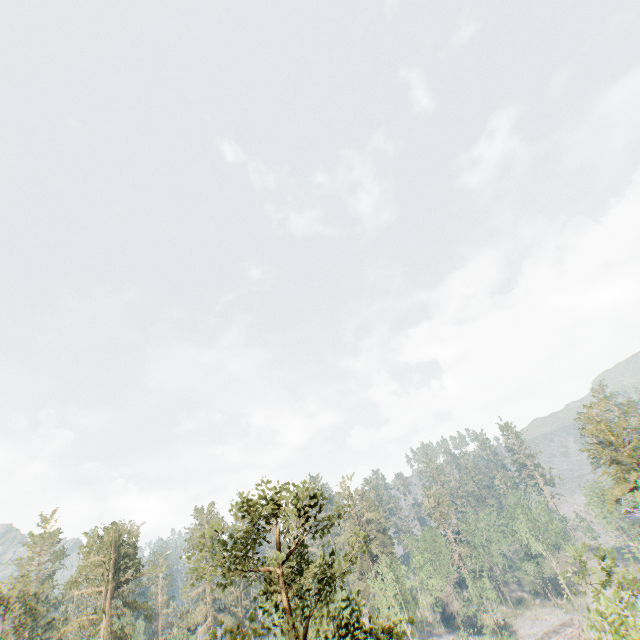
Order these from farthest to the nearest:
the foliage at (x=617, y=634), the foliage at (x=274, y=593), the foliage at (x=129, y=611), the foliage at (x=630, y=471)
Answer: the foliage at (x=630, y=471) < the foliage at (x=129, y=611) < the foliage at (x=617, y=634) < the foliage at (x=274, y=593)

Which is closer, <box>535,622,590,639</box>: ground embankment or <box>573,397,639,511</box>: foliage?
<box>573,397,639,511</box>: foliage

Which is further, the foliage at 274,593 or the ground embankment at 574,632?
the ground embankment at 574,632

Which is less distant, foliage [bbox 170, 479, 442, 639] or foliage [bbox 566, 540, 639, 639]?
foliage [bbox 170, 479, 442, 639]

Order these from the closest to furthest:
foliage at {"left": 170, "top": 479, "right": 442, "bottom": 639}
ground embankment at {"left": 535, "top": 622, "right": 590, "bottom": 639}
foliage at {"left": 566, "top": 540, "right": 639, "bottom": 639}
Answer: foliage at {"left": 170, "top": 479, "right": 442, "bottom": 639}
foliage at {"left": 566, "top": 540, "right": 639, "bottom": 639}
ground embankment at {"left": 535, "top": 622, "right": 590, "bottom": 639}

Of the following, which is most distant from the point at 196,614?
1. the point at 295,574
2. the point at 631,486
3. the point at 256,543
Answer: the point at 631,486

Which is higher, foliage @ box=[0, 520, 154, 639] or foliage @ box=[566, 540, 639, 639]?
foliage @ box=[0, 520, 154, 639]
